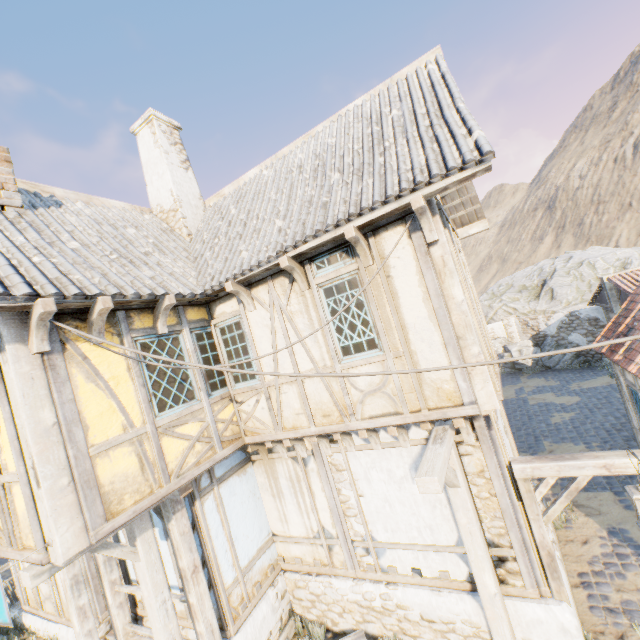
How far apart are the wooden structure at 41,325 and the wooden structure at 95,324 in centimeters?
51cm

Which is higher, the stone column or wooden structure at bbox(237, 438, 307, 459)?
wooden structure at bbox(237, 438, 307, 459)

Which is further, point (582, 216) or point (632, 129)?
point (632, 129)

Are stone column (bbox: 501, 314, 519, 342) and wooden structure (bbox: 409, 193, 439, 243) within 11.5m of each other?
no

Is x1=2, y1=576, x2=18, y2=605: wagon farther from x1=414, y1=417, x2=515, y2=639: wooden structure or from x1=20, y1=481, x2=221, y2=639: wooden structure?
x1=414, y1=417, x2=515, y2=639: wooden structure

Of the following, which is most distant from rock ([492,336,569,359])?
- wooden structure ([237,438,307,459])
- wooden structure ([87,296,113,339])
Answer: wooden structure ([87,296,113,339])

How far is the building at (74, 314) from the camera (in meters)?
4.22

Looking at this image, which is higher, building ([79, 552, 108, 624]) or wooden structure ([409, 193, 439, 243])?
wooden structure ([409, 193, 439, 243])
